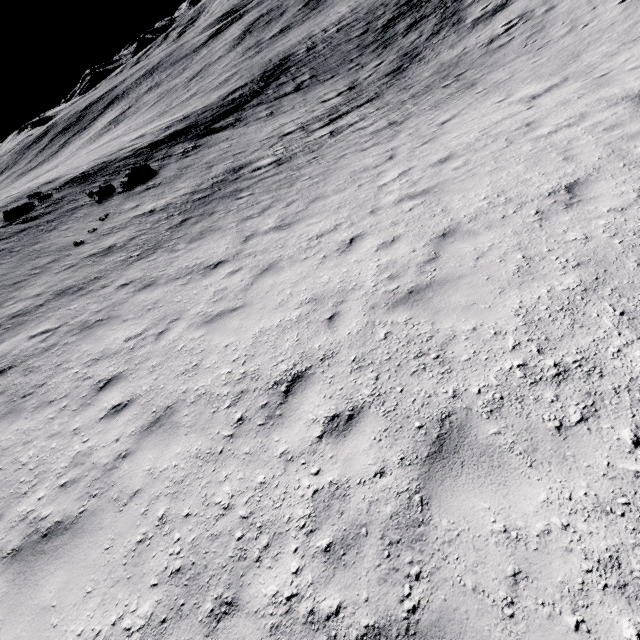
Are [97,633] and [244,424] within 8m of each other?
yes
